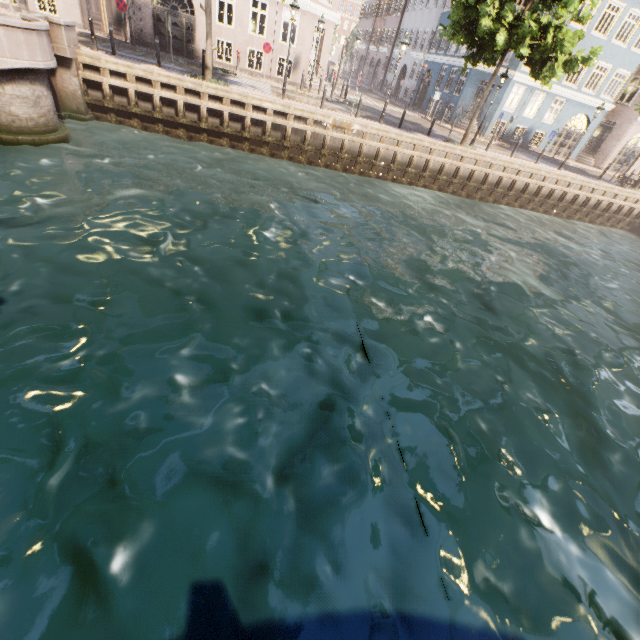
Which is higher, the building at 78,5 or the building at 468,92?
the building at 468,92

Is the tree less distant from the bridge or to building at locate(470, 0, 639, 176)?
the bridge

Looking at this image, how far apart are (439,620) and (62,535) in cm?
452

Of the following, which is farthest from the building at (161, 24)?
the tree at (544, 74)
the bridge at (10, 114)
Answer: the bridge at (10, 114)

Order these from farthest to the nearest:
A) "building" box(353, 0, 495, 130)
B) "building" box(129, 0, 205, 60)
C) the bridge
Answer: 1. "building" box(353, 0, 495, 130)
2. "building" box(129, 0, 205, 60)
3. the bridge

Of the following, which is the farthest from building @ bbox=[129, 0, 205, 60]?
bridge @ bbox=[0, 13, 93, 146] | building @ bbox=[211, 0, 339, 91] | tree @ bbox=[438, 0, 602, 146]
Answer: building @ bbox=[211, 0, 339, 91]
